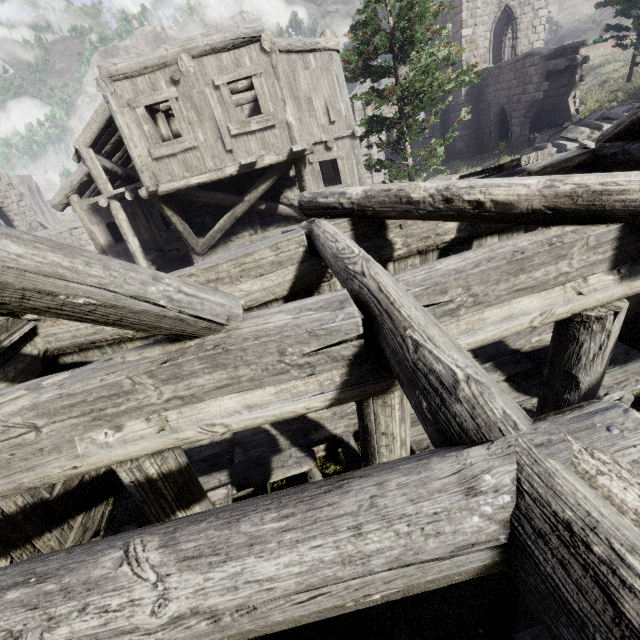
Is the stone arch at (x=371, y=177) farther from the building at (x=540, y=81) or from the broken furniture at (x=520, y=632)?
the broken furniture at (x=520, y=632)

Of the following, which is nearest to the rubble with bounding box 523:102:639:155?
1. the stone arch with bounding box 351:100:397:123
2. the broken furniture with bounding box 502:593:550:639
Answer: the stone arch with bounding box 351:100:397:123

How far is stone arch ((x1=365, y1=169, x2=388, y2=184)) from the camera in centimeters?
2594cm

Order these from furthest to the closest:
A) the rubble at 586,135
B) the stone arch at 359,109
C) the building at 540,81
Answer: the stone arch at 359,109 < the building at 540,81 < the rubble at 586,135

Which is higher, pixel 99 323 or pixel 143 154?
pixel 143 154

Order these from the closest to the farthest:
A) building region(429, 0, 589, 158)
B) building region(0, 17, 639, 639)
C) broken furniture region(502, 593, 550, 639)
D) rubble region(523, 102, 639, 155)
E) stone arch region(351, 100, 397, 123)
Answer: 1. building region(0, 17, 639, 639)
2. broken furniture region(502, 593, 550, 639)
3. rubble region(523, 102, 639, 155)
4. building region(429, 0, 589, 158)
5. stone arch region(351, 100, 397, 123)
